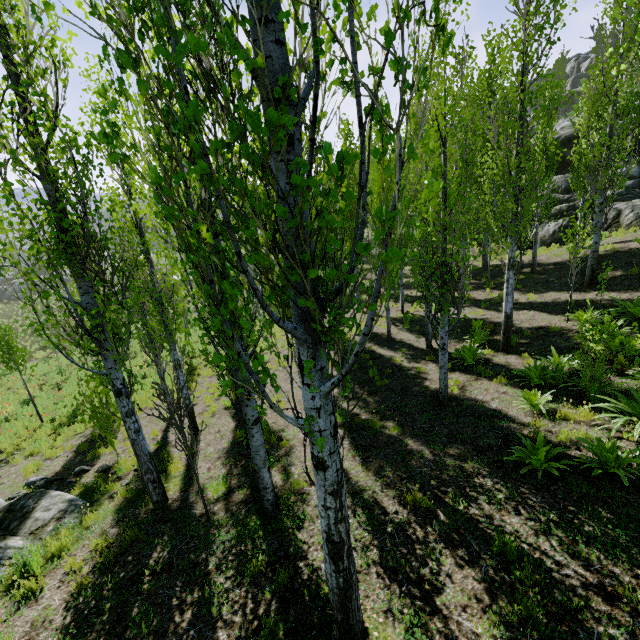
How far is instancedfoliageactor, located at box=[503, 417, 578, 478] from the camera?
5.1 meters

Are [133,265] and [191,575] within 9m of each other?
yes

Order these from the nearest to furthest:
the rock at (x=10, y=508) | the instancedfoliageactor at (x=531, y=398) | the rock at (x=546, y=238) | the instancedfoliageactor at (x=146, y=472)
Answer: the instancedfoliageactor at (x=146, y=472), the rock at (x=10, y=508), the instancedfoliageactor at (x=531, y=398), the rock at (x=546, y=238)

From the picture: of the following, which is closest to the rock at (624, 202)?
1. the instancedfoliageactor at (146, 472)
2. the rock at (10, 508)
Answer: the instancedfoliageactor at (146, 472)

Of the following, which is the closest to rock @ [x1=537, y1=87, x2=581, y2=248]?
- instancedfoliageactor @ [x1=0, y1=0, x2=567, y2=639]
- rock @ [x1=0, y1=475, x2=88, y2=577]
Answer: instancedfoliageactor @ [x1=0, y1=0, x2=567, y2=639]

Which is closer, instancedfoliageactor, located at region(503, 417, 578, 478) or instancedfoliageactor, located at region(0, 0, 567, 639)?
instancedfoliageactor, located at region(0, 0, 567, 639)

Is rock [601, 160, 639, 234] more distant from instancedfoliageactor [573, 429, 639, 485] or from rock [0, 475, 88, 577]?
rock [0, 475, 88, 577]

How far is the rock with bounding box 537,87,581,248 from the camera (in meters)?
19.25
